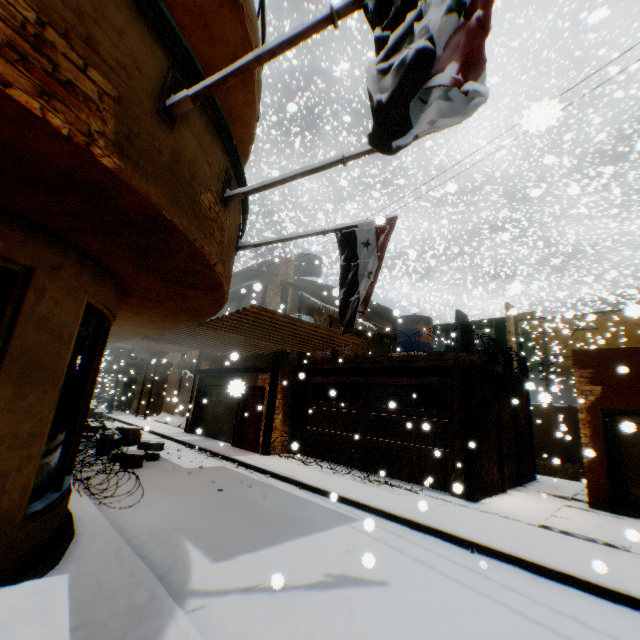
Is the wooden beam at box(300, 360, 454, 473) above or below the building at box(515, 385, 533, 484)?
above

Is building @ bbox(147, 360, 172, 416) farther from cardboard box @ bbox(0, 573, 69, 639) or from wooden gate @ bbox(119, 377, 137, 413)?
cardboard box @ bbox(0, 573, 69, 639)

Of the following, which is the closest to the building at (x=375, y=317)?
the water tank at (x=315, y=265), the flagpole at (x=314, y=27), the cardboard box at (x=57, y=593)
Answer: the flagpole at (x=314, y=27)

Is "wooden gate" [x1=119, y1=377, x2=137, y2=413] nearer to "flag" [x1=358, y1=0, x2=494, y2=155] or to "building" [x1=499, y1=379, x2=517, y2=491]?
"building" [x1=499, y1=379, x2=517, y2=491]

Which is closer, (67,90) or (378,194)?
(67,90)

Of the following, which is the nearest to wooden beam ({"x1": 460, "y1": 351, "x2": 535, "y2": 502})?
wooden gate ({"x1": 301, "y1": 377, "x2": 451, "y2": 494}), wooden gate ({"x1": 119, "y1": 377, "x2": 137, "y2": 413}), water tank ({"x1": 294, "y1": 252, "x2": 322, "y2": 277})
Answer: wooden gate ({"x1": 301, "y1": 377, "x2": 451, "y2": 494})

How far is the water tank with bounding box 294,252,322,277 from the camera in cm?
1723
